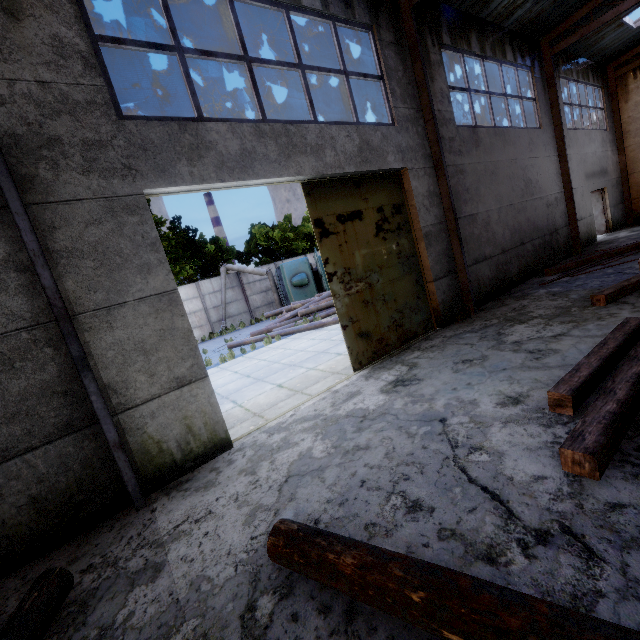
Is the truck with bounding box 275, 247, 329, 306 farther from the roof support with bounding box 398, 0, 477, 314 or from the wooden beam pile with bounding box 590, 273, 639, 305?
the roof support with bounding box 398, 0, 477, 314

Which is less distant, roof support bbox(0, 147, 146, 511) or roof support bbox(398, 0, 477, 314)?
roof support bbox(0, 147, 146, 511)

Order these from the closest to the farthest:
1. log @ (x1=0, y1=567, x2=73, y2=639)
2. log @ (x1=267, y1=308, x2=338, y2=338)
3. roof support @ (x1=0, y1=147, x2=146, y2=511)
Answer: log @ (x1=0, y1=567, x2=73, y2=639)
roof support @ (x1=0, y1=147, x2=146, y2=511)
log @ (x1=267, y1=308, x2=338, y2=338)

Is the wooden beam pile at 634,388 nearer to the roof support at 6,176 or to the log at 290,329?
the roof support at 6,176

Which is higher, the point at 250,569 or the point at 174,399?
the point at 174,399

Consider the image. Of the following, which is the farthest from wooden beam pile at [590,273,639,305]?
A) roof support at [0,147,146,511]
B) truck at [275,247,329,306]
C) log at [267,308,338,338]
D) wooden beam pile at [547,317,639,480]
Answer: truck at [275,247,329,306]

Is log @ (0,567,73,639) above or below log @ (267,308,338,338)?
below

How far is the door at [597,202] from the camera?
15.6 meters
